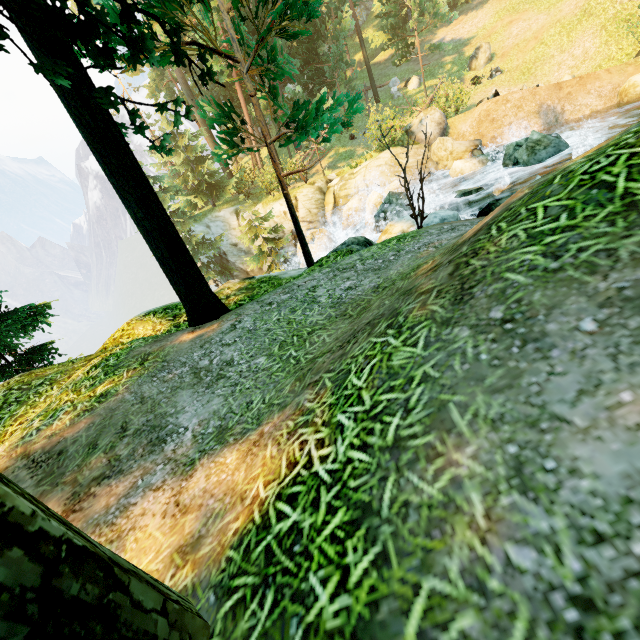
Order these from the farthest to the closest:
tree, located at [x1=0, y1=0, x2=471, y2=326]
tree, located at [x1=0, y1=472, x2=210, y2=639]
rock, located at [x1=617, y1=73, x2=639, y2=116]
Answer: rock, located at [x1=617, y1=73, x2=639, y2=116] → tree, located at [x1=0, y1=0, x2=471, y2=326] → tree, located at [x1=0, y1=472, x2=210, y2=639]

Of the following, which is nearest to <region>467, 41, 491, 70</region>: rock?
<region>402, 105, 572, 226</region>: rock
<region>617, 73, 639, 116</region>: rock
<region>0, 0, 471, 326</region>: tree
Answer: <region>0, 0, 471, 326</region>: tree

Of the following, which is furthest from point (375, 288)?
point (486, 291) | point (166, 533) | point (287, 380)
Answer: point (166, 533)

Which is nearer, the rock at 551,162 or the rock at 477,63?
the rock at 551,162

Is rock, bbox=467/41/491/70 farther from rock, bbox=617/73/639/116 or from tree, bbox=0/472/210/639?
rock, bbox=617/73/639/116

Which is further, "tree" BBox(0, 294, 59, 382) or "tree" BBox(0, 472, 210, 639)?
"tree" BBox(0, 294, 59, 382)

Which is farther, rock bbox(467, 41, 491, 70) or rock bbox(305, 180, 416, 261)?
rock bbox(467, 41, 491, 70)

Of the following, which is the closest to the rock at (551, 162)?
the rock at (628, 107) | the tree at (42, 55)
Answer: the tree at (42, 55)
